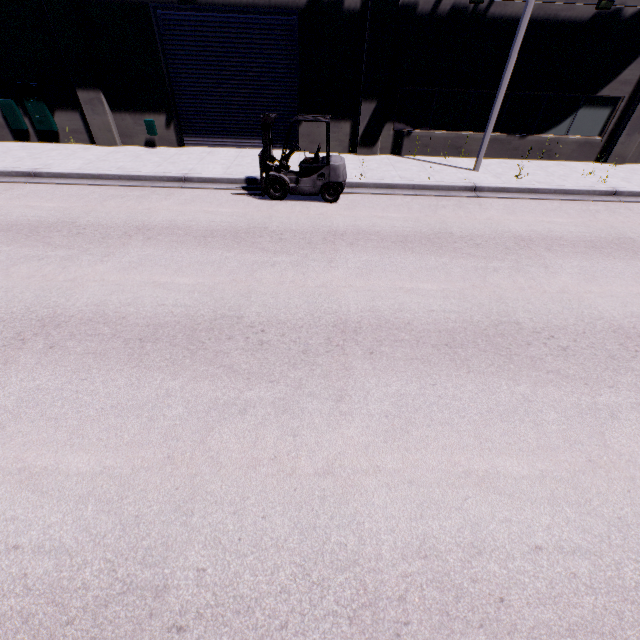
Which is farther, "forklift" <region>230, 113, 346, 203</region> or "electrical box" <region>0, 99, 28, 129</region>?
"electrical box" <region>0, 99, 28, 129</region>

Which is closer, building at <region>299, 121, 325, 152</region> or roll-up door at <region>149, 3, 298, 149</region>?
roll-up door at <region>149, 3, 298, 149</region>

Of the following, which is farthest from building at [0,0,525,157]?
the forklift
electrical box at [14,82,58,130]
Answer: the forklift

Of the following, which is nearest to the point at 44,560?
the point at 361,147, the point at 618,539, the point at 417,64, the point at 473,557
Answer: the point at 473,557

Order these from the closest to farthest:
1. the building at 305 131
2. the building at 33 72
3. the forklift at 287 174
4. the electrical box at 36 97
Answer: the forklift at 287 174 → the building at 33 72 → the electrical box at 36 97 → the building at 305 131

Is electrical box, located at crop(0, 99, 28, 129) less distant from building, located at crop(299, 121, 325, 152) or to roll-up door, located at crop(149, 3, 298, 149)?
building, located at crop(299, 121, 325, 152)

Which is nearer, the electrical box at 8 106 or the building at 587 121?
the building at 587 121
